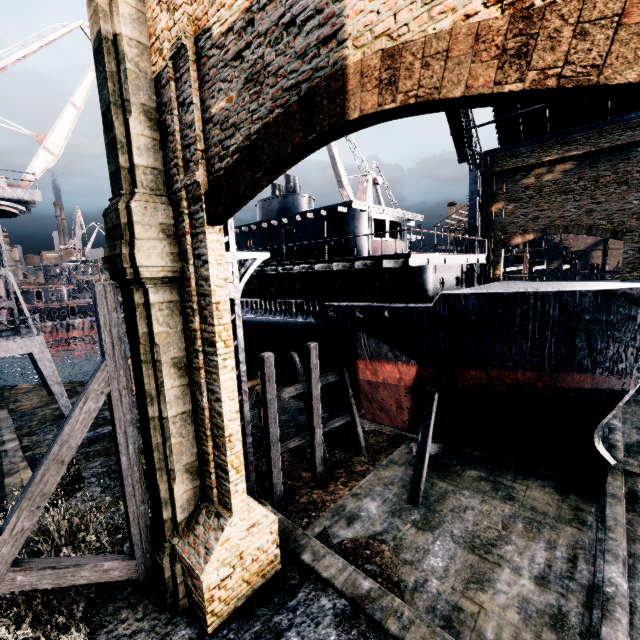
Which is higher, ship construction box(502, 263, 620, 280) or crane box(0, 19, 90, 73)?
crane box(0, 19, 90, 73)

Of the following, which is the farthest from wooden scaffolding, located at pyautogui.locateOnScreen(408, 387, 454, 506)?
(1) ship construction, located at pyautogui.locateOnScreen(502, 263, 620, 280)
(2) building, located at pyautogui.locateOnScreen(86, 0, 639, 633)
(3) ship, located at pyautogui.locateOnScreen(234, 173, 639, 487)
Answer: (1) ship construction, located at pyautogui.locateOnScreen(502, 263, 620, 280)

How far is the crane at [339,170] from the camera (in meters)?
33.91

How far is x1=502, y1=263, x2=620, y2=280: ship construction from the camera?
32.4 meters

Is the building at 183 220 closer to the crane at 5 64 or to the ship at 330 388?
the ship at 330 388

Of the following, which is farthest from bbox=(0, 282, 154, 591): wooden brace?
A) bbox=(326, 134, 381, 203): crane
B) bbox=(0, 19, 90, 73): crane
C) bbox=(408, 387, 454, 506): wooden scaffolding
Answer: bbox=(326, 134, 381, 203): crane

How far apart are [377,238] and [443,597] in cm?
1657

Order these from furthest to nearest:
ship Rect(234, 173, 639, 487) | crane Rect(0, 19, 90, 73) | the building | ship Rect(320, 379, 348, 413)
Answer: crane Rect(0, 19, 90, 73), ship Rect(320, 379, 348, 413), ship Rect(234, 173, 639, 487), the building
